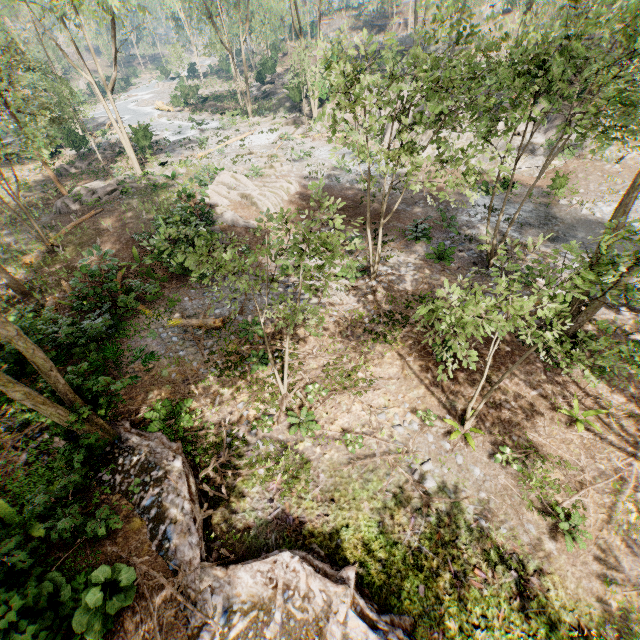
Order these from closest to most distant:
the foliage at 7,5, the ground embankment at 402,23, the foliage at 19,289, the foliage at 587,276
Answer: the foliage at 587,276, the foliage at 19,289, the foliage at 7,5, the ground embankment at 402,23

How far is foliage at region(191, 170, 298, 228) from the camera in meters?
16.0

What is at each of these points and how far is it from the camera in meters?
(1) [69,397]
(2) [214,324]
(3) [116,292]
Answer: (1) foliage, 7.7 m
(2) foliage, 13.6 m
(3) foliage, 13.6 m

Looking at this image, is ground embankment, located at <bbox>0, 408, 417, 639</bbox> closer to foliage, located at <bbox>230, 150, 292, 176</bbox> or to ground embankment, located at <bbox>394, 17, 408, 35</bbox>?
foliage, located at <bbox>230, 150, 292, 176</bbox>

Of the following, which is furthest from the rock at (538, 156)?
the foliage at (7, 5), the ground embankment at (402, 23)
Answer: the ground embankment at (402, 23)

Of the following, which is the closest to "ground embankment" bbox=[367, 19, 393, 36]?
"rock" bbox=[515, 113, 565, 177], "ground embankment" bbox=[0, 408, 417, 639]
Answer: "rock" bbox=[515, 113, 565, 177]

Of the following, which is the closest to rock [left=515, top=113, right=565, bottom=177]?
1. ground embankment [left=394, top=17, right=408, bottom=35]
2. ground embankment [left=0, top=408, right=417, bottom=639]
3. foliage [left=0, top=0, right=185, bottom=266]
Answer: foliage [left=0, top=0, right=185, bottom=266]

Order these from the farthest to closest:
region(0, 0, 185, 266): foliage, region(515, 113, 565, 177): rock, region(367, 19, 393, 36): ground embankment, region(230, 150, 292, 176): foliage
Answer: region(367, 19, 393, 36): ground embankment < region(230, 150, 292, 176): foliage < region(515, 113, 565, 177): rock < region(0, 0, 185, 266): foliage
